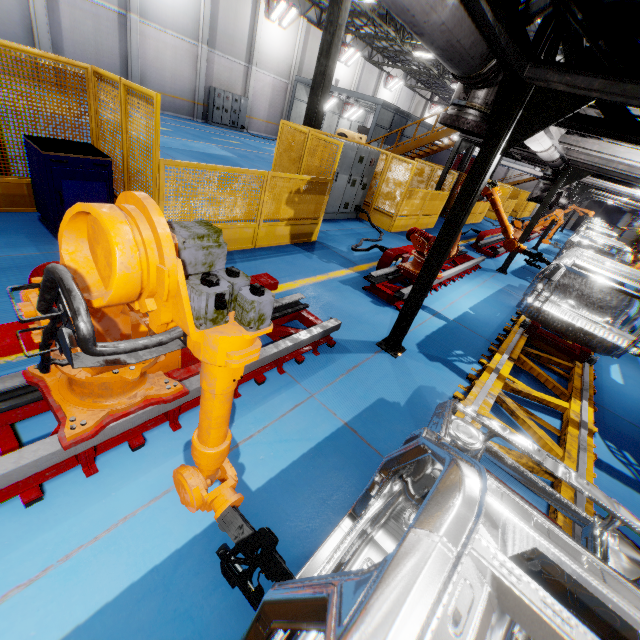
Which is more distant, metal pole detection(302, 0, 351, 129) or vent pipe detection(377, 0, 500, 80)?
metal pole detection(302, 0, 351, 129)

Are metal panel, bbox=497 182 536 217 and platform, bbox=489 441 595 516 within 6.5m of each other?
yes

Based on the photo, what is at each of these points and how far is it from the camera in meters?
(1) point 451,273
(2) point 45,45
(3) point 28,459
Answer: (1) metal platform, 7.7 m
(2) cement column, 15.0 m
(3) metal platform, 2.0 m

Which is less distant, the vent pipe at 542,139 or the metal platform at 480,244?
the vent pipe at 542,139

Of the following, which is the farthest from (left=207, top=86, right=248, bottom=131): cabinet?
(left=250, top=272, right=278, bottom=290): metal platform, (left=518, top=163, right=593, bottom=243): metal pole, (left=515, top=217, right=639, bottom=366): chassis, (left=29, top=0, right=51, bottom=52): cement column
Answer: (left=250, top=272, right=278, bottom=290): metal platform

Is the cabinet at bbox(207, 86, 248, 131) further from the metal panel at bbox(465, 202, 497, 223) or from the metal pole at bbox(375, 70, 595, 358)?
the metal pole at bbox(375, 70, 595, 358)

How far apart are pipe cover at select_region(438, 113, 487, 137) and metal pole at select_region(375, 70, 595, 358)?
0.0m

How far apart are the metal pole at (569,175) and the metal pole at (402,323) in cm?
732
